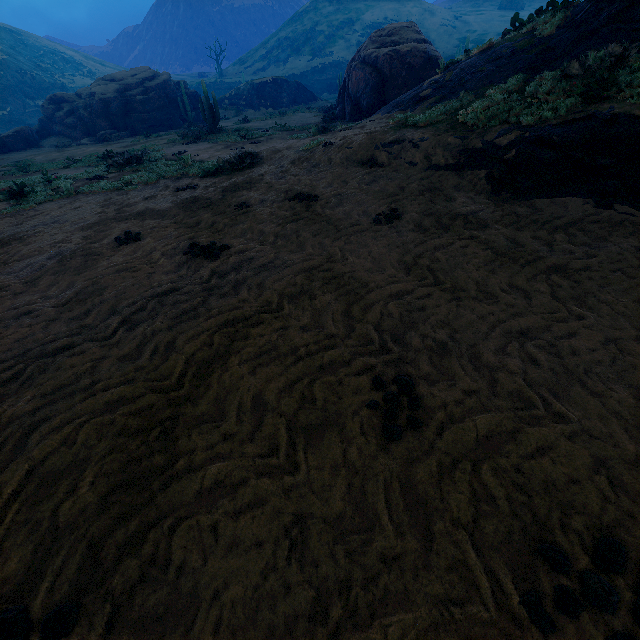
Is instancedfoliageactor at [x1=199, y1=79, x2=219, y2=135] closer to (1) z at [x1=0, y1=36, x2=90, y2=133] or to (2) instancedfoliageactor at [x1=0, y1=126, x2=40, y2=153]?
(2) instancedfoliageactor at [x1=0, y1=126, x2=40, y2=153]

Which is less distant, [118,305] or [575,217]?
[118,305]

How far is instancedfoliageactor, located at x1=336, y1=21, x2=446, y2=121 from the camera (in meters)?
16.50

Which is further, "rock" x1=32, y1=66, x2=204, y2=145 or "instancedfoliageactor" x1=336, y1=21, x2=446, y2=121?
"rock" x1=32, y1=66, x2=204, y2=145

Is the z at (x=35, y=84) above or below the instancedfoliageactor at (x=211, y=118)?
above

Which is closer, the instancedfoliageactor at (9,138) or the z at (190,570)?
the z at (190,570)

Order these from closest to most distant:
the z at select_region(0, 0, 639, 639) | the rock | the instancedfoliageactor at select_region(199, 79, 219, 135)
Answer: the z at select_region(0, 0, 639, 639) < the instancedfoliageactor at select_region(199, 79, 219, 135) < the rock

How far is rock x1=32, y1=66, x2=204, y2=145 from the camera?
27.27m
